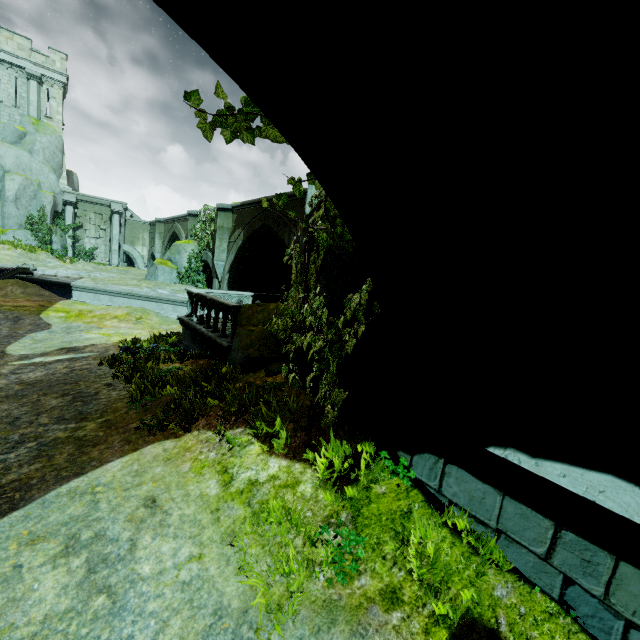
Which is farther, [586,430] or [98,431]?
[98,431]

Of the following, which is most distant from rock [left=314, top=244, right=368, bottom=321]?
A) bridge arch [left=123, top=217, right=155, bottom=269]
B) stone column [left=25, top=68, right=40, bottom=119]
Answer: stone column [left=25, top=68, right=40, bottom=119]

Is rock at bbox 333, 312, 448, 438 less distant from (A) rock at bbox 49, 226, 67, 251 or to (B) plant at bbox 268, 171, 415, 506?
(B) plant at bbox 268, 171, 415, 506

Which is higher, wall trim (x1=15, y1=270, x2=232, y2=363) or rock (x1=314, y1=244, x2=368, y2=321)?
rock (x1=314, y1=244, x2=368, y2=321)

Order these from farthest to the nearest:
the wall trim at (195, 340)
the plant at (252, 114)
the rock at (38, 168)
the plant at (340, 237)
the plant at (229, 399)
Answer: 1. the rock at (38, 168)
2. the wall trim at (195, 340)
3. the plant at (229, 399)
4. the plant at (340, 237)
5. the plant at (252, 114)

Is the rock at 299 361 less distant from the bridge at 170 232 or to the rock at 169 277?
the bridge at 170 232

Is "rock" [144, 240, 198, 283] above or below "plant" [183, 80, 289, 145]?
below

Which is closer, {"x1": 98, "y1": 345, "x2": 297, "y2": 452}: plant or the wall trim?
{"x1": 98, "y1": 345, "x2": 297, "y2": 452}: plant
